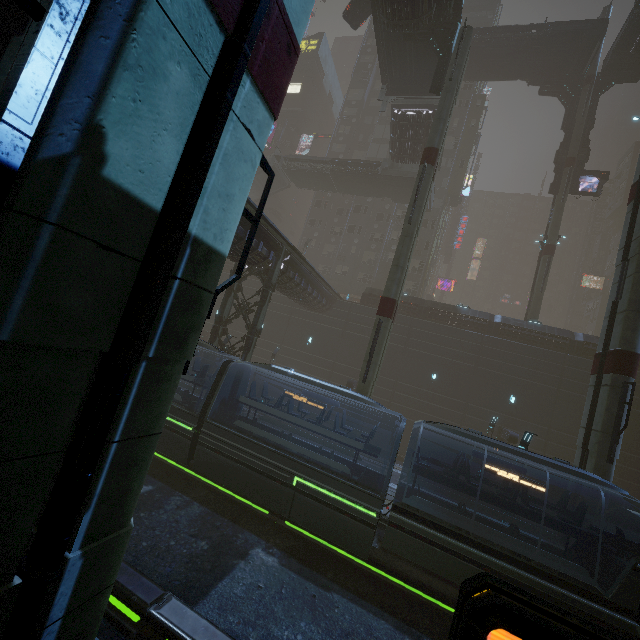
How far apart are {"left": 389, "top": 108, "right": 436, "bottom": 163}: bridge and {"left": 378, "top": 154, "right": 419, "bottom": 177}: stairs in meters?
0.0 m

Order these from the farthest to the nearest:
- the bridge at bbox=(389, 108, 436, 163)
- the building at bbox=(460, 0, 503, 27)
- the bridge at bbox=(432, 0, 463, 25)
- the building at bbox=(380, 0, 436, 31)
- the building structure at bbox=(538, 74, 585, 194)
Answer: the building at bbox=(460, 0, 503, 27), the building structure at bbox=(538, 74, 585, 194), the bridge at bbox=(389, 108, 436, 163), the bridge at bbox=(432, 0, 463, 25), the building at bbox=(380, 0, 436, 31)

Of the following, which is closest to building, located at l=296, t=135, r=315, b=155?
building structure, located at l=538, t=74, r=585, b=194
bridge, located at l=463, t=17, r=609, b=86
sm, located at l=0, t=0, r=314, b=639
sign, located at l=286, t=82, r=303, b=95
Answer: sign, located at l=286, t=82, r=303, b=95

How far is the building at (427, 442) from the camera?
26.2 meters

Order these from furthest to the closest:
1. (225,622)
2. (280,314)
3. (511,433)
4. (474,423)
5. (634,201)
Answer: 1. (280,314)
2. (474,423)
3. (511,433)
4. (634,201)
5. (225,622)

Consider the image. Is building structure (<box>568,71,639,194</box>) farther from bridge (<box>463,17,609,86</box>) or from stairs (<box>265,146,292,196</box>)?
stairs (<box>265,146,292,196</box>)

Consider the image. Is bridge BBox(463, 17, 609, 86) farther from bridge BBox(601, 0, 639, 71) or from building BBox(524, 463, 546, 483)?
building BBox(524, 463, 546, 483)

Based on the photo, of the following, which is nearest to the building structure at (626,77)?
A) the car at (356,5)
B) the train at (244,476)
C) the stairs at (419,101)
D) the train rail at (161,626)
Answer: the stairs at (419,101)
